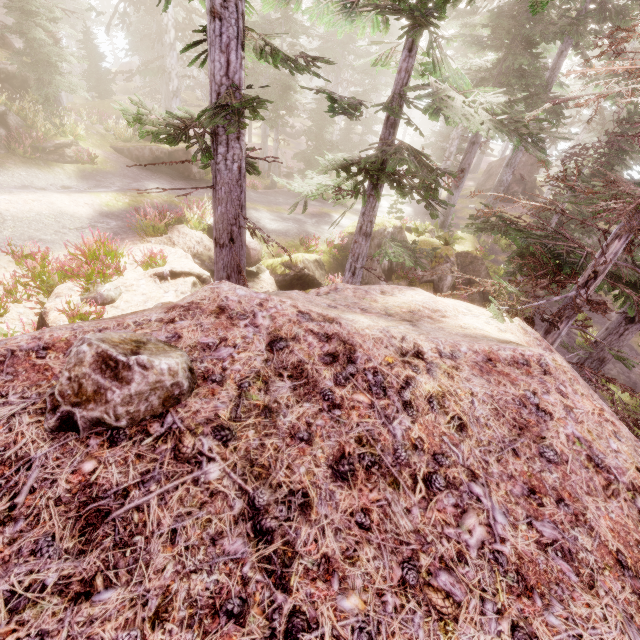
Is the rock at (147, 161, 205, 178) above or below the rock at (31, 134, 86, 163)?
below

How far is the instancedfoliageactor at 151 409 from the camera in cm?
173

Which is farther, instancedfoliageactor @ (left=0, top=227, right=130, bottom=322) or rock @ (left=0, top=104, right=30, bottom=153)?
rock @ (left=0, top=104, right=30, bottom=153)

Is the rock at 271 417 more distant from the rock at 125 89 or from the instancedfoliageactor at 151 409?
the rock at 125 89

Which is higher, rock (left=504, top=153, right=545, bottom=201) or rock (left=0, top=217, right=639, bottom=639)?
rock (left=0, top=217, right=639, bottom=639)

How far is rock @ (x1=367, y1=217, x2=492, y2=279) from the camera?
16.60m

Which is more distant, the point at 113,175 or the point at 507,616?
the point at 113,175

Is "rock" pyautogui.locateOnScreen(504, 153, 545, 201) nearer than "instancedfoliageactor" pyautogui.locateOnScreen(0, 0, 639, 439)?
No
